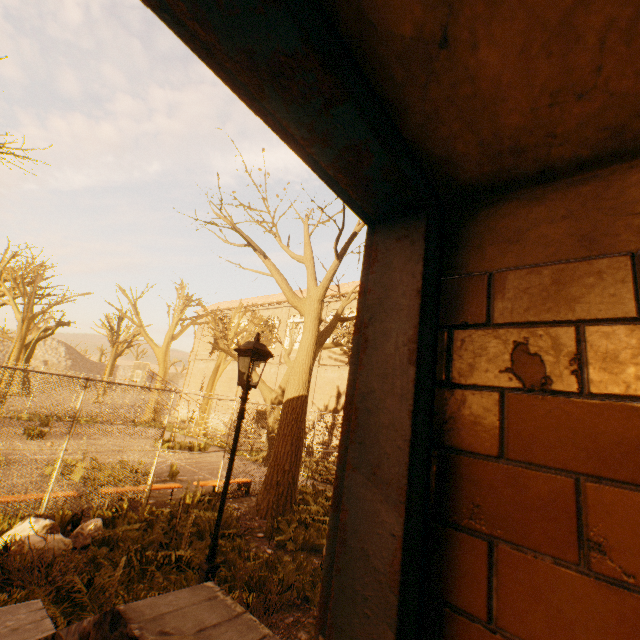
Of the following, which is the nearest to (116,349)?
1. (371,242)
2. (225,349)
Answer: (225,349)

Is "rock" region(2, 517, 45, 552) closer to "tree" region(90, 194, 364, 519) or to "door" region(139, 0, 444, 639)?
"tree" region(90, 194, 364, 519)

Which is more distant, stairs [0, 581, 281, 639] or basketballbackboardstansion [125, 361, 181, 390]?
basketballbackboardstansion [125, 361, 181, 390]

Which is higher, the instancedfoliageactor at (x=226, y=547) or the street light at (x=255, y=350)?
the street light at (x=255, y=350)

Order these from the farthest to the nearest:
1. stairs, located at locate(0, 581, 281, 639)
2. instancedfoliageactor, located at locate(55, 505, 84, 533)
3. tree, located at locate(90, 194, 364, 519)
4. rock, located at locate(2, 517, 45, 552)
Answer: tree, located at locate(90, 194, 364, 519) < instancedfoliageactor, located at locate(55, 505, 84, 533) < rock, located at locate(2, 517, 45, 552) < stairs, located at locate(0, 581, 281, 639)

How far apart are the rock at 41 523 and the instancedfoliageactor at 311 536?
3.26m

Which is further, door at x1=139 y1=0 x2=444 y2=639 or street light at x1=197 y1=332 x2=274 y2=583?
street light at x1=197 y1=332 x2=274 y2=583

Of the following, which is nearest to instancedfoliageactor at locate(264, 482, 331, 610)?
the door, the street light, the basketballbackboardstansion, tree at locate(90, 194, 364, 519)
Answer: tree at locate(90, 194, 364, 519)
